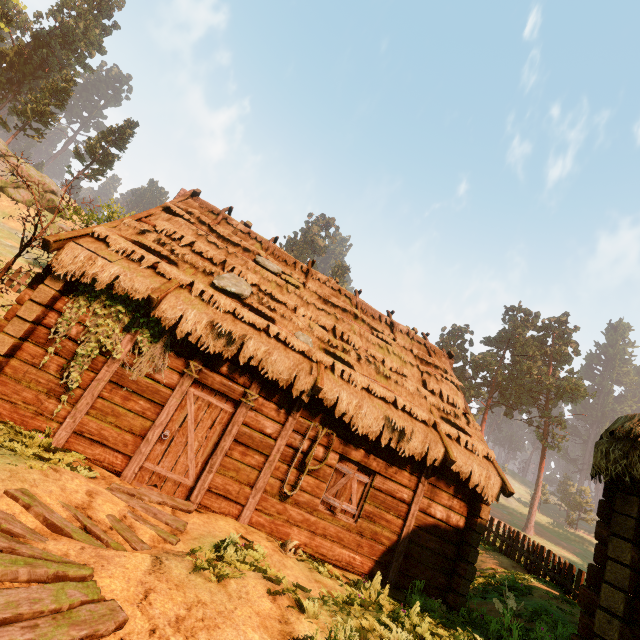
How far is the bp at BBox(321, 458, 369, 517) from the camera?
7.7 meters

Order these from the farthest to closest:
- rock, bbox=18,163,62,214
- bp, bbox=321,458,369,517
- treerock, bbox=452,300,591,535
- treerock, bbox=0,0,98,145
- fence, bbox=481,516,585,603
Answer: treerock, bbox=452,300,591,535 < treerock, bbox=0,0,98,145 < rock, bbox=18,163,62,214 < fence, bbox=481,516,585,603 < bp, bbox=321,458,369,517

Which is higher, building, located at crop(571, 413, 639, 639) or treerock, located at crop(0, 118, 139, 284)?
treerock, located at crop(0, 118, 139, 284)

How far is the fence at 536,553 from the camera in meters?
10.5 m

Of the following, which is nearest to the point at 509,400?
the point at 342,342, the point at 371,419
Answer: the point at 342,342

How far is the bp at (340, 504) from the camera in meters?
7.7 m

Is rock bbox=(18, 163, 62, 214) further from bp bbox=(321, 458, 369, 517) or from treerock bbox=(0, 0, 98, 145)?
bp bbox=(321, 458, 369, 517)

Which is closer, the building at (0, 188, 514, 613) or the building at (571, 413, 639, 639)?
the building at (571, 413, 639, 639)
